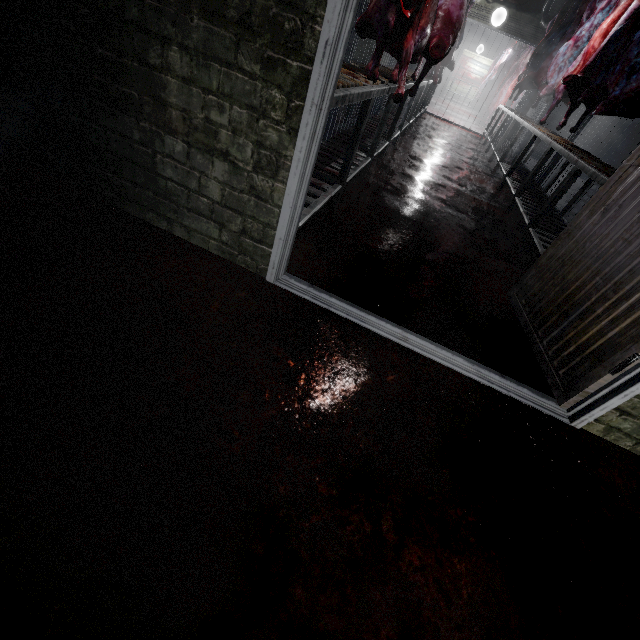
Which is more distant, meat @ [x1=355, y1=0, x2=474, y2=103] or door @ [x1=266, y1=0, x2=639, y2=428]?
meat @ [x1=355, y1=0, x2=474, y2=103]

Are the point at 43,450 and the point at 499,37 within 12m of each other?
no

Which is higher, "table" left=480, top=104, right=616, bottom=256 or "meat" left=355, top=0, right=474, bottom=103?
"meat" left=355, top=0, right=474, bottom=103

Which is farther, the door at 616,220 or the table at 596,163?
the table at 596,163

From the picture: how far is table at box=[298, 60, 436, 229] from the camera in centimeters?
180cm

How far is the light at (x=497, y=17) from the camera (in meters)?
7.22

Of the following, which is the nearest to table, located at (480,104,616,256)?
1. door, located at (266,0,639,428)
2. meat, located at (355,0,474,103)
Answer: door, located at (266,0,639,428)

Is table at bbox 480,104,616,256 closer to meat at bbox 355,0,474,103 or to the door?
the door
